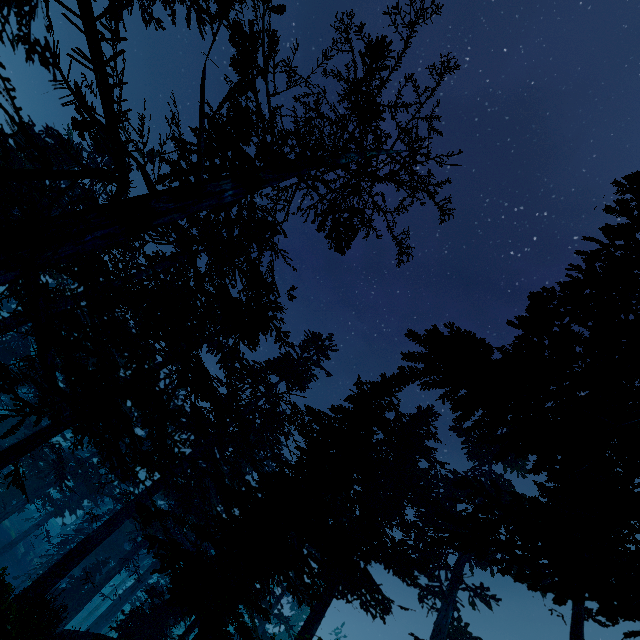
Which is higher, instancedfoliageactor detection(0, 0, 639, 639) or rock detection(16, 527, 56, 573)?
instancedfoliageactor detection(0, 0, 639, 639)

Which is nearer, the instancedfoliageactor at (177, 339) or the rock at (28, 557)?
the instancedfoliageactor at (177, 339)

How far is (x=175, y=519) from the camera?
1.6 meters

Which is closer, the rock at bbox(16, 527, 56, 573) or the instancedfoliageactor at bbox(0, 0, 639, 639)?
the instancedfoliageactor at bbox(0, 0, 639, 639)

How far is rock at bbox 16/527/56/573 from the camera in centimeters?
3566cm

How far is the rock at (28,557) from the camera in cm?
3566
